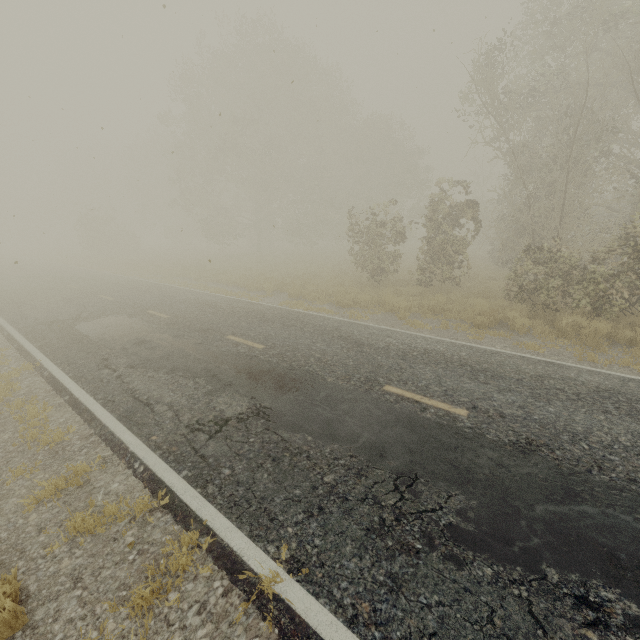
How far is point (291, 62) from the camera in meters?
25.8 m
